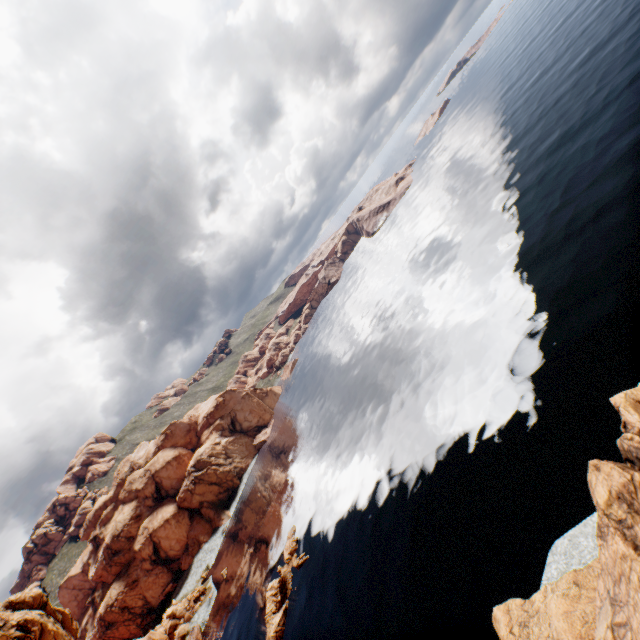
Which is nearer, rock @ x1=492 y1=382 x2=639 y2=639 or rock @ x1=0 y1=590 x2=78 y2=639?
rock @ x1=492 y1=382 x2=639 y2=639

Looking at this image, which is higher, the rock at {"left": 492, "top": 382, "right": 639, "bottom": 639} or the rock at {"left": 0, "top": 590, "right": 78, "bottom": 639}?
the rock at {"left": 0, "top": 590, "right": 78, "bottom": 639}

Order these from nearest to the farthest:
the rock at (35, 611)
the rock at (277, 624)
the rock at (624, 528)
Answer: the rock at (624, 528)
the rock at (35, 611)
the rock at (277, 624)

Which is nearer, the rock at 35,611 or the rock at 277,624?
the rock at 35,611

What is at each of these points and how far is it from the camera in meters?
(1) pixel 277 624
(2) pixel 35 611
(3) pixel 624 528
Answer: (1) rock, 42.9 m
(2) rock, 37.1 m
(3) rock, 12.4 m

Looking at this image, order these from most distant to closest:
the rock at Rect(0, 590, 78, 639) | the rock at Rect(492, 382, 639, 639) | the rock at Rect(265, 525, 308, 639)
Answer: the rock at Rect(265, 525, 308, 639)
the rock at Rect(0, 590, 78, 639)
the rock at Rect(492, 382, 639, 639)
